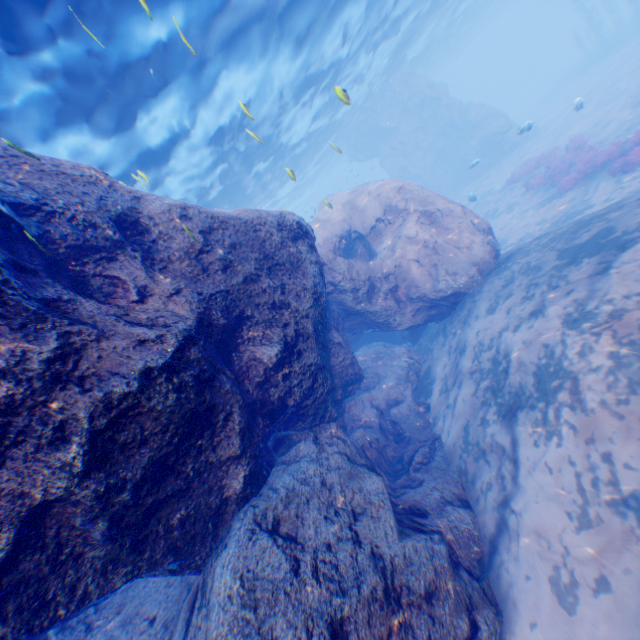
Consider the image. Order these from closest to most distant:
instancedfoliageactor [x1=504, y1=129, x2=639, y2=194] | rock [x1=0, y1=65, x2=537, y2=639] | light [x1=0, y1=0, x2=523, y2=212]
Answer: rock [x1=0, y1=65, x2=537, y2=639]
light [x1=0, y1=0, x2=523, y2=212]
instancedfoliageactor [x1=504, y1=129, x2=639, y2=194]

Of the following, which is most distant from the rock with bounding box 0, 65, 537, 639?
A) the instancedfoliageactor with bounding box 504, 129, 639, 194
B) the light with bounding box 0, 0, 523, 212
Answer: the instancedfoliageactor with bounding box 504, 129, 639, 194

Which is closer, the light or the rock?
the rock

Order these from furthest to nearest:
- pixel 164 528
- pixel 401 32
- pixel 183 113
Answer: pixel 401 32
pixel 183 113
pixel 164 528

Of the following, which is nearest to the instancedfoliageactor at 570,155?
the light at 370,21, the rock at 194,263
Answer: the rock at 194,263

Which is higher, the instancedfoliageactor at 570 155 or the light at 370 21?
the light at 370 21

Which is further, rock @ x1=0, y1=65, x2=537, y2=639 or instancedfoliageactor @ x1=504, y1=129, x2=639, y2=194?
instancedfoliageactor @ x1=504, y1=129, x2=639, y2=194
